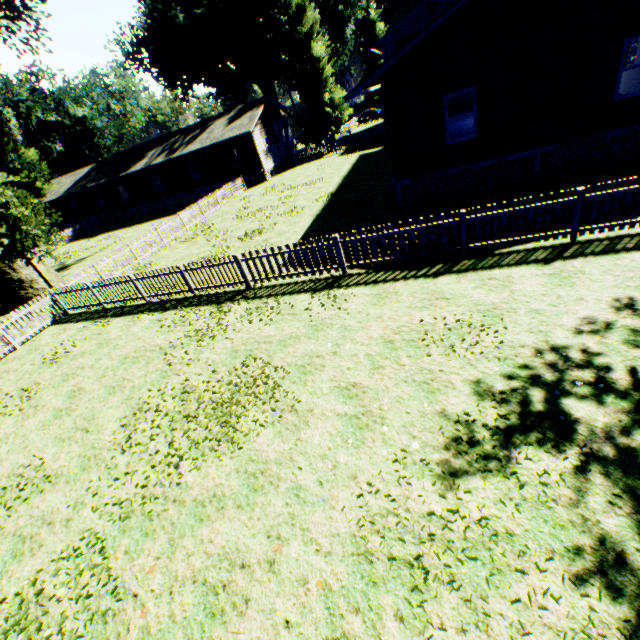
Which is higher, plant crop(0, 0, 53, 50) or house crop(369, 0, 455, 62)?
plant crop(0, 0, 53, 50)

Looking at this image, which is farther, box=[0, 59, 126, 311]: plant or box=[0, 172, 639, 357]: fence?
box=[0, 59, 126, 311]: plant

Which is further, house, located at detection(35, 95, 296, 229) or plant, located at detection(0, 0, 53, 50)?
house, located at detection(35, 95, 296, 229)

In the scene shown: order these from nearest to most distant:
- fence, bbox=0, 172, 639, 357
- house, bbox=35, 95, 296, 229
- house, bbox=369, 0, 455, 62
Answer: fence, bbox=0, 172, 639, 357
house, bbox=35, 95, 296, 229
house, bbox=369, 0, 455, 62

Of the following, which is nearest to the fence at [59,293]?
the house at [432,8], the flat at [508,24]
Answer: the house at [432,8]

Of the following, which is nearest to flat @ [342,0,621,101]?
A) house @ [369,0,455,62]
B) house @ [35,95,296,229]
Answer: house @ [369,0,455,62]

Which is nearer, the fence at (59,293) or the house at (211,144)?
the fence at (59,293)

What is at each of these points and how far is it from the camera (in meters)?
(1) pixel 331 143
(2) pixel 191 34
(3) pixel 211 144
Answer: (1) fence, 33.00
(2) plant, 33.78
(3) house, 29.25
